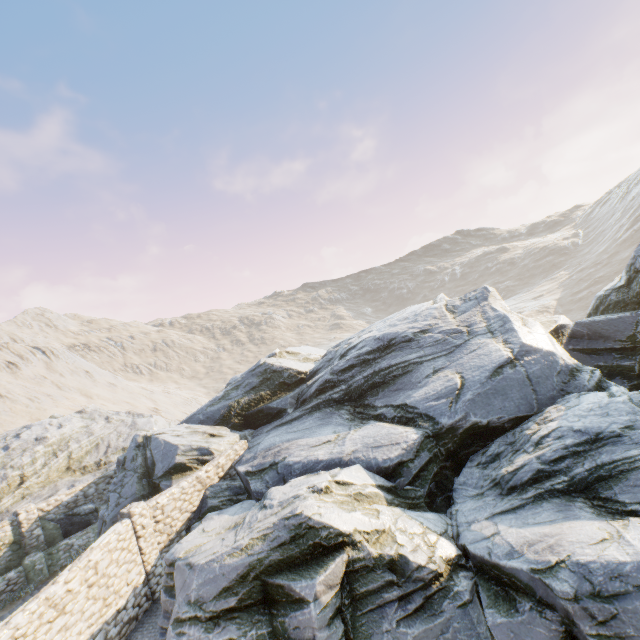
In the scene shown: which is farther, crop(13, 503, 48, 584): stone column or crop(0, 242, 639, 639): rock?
crop(13, 503, 48, 584): stone column

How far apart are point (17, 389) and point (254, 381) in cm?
5779

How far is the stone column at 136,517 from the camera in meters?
11.3

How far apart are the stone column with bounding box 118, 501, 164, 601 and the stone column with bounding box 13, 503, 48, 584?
7.3 meters

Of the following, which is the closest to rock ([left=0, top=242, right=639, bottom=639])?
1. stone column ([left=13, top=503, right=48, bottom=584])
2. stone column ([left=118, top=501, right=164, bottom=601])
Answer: stone column ([left=118, top=501, right=164, bottom=601])

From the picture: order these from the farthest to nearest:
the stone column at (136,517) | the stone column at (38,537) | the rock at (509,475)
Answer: the stone column at (38,537) < the stone column at (136,517) < the rock at (509,475)

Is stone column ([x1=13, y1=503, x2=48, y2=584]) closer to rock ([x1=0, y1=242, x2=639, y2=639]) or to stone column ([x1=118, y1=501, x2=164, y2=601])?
rock ([x1=0, y1=242, x2=639, y2=639])
